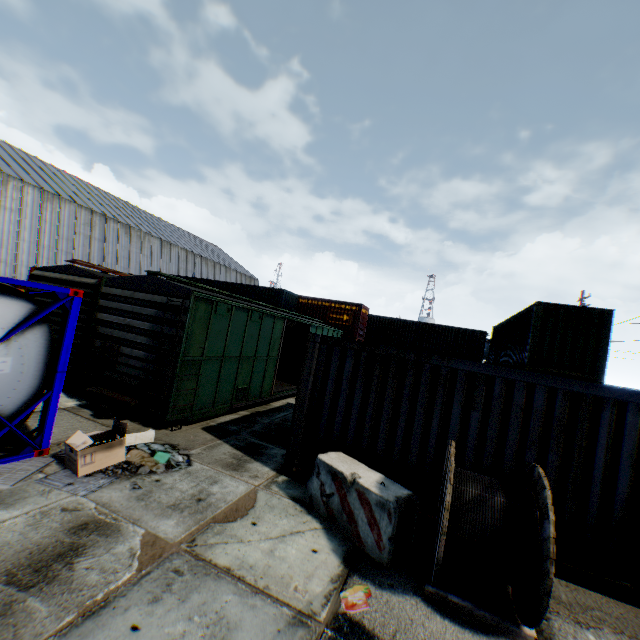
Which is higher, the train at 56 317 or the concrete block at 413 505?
the train at 56 317

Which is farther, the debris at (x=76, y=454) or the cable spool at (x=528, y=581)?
the debris at (x=76, y=454)

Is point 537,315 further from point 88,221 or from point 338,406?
point 88,221

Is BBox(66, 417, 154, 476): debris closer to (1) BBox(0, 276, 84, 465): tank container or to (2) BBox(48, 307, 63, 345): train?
(1) BBox(0, 276, 84, 465): tank container

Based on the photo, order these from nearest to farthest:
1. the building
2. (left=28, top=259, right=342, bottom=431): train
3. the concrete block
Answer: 1. the concrete block
2. (left=28, top=259, right=342, bottom=431): train
3. the building

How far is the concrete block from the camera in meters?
4.5

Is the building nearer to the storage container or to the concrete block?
the storage container

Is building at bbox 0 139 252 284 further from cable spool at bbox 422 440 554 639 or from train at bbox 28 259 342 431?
cable spool at bbox 422 440 554 639
